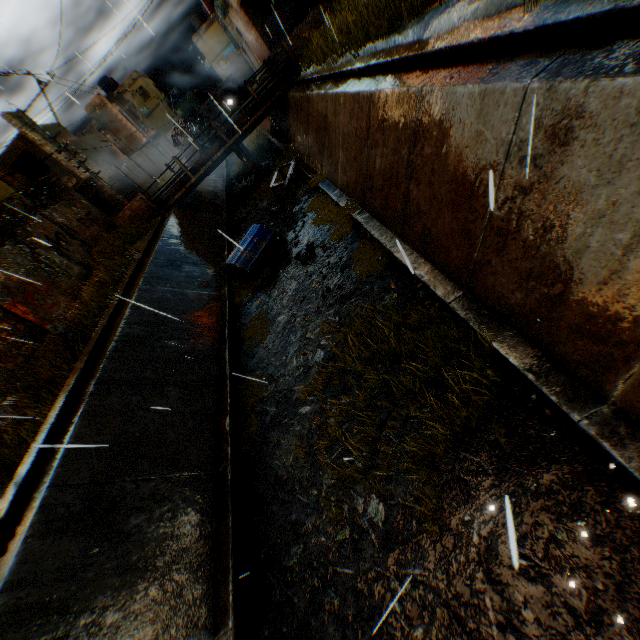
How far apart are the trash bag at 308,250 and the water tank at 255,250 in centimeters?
123cm

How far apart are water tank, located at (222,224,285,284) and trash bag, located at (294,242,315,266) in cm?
123

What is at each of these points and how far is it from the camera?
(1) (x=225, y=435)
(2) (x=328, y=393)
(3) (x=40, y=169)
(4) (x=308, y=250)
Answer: (1) concrete channel, 6.12m
(2) concrete channel, 5.80m
(3) building, 25.88m
(4) trash bag, 9.27m

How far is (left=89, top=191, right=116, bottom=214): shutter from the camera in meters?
24.6

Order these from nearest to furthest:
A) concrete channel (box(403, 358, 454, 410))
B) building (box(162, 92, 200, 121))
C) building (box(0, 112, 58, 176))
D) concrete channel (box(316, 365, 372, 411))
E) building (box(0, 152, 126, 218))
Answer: concrete channel (box(403, 358, 454, 410))
concrete channel (box(316, 365, 372, 411))
building (box(0, 152, 126, 218))
building (box(0, 112, 58, 176))
building (box(162, 92, 200, 121))

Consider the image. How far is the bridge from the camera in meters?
15.3

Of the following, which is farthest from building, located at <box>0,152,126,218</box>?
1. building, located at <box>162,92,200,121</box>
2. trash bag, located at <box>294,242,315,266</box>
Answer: trash bag, located at <box>294,242,315,266</box>

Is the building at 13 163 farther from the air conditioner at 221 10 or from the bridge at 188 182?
the bridge at 188 182
